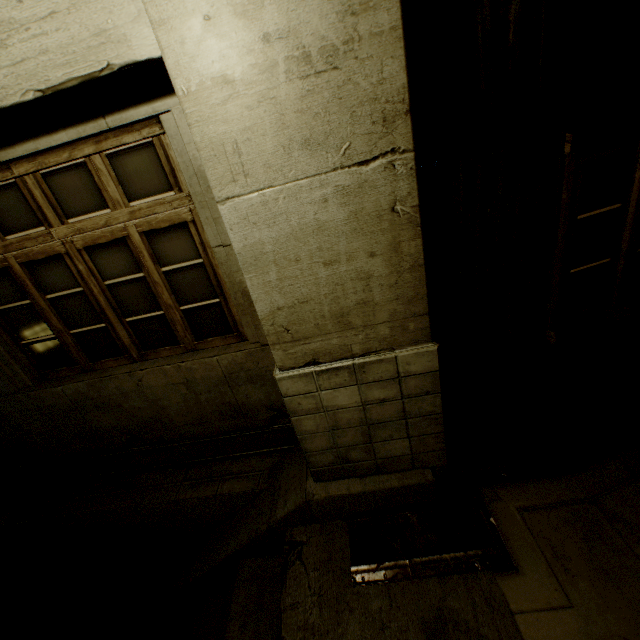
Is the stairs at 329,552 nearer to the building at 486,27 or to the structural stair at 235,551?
the structural stair at 235,551

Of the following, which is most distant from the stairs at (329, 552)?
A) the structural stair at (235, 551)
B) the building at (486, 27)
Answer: the building at (486, 27)

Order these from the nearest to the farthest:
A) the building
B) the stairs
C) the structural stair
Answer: the building → the stairs → the structural stair

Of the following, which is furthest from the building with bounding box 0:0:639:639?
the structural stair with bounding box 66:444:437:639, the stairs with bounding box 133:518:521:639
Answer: the stairs with bounding box 133:518:521:639

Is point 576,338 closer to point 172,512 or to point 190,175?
point 190,175

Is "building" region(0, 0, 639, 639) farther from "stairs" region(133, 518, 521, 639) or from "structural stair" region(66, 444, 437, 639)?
"stairs" region(133, 518, 521, 639)
